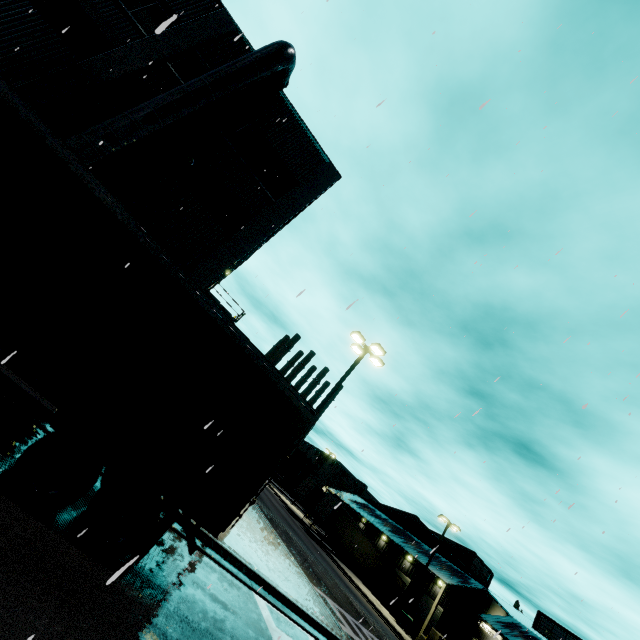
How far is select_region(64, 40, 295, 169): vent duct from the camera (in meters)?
10.57

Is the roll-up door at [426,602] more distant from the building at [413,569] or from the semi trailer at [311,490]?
the semi trailer at [311,490]

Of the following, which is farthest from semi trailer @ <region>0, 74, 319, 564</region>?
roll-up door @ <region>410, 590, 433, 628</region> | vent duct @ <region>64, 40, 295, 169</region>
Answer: roll-up door @ <region>410, 590, 433, 628</region>

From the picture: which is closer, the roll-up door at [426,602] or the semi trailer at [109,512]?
the semi trailer at [109,512]

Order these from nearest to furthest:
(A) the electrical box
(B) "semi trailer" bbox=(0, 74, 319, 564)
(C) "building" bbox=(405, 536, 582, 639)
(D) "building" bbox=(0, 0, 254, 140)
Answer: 1. (B) "semi trailer" bbox=(0, 74, 319, 564)
2. (D) "building" bbox=(0, 0, 254, 140)
3. (A) the electrical box
4. (C) "building" bbox=(405, 536, 582, 639)

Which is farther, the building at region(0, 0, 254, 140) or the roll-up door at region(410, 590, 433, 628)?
the roll-up door at region(410, 590, 433, 628)

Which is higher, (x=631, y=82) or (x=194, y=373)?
(x=631, y=82)
